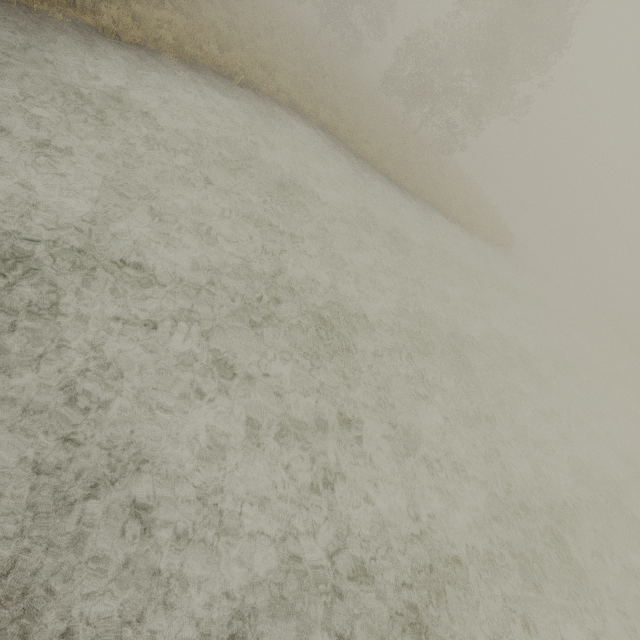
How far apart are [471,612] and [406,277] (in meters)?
8.87
